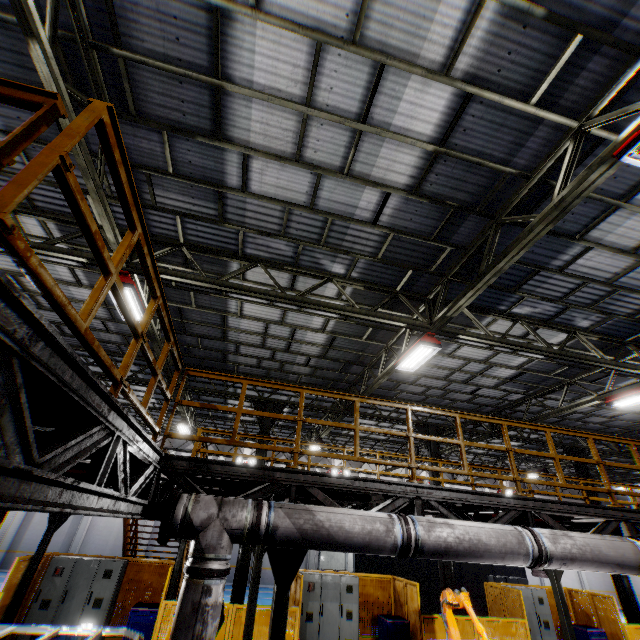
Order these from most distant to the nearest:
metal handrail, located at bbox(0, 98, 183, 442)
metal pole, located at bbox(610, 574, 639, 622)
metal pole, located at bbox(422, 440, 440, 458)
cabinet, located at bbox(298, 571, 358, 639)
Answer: metal pole, located at bbox(422, 440, 440, 458) → metal pole, located at bbox(610, 574, 639, 622) → cabinet, located at bbox(298, 571, 358, 639) → metal handrail, located at bbox(0, 98, 183, 442)

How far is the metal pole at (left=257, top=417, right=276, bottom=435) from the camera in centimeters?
1312cm

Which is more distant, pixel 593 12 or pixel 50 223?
pixel 50 223

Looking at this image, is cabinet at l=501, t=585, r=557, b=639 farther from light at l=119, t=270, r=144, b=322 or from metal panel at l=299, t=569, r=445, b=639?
light at l=119, t=270, r=144, b=322

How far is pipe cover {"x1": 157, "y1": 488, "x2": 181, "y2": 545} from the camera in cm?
371

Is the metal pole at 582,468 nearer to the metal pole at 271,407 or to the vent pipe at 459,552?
the vent pipe at 459,552

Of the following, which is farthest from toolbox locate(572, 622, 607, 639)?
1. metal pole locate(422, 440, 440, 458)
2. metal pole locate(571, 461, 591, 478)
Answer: metal pole locate(422, 440, 440, 458)

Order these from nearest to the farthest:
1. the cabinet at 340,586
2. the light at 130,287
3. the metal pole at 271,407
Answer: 1. the light at 130,287
2. the cabinet at 340,586
3. the metal pole at 271,407
